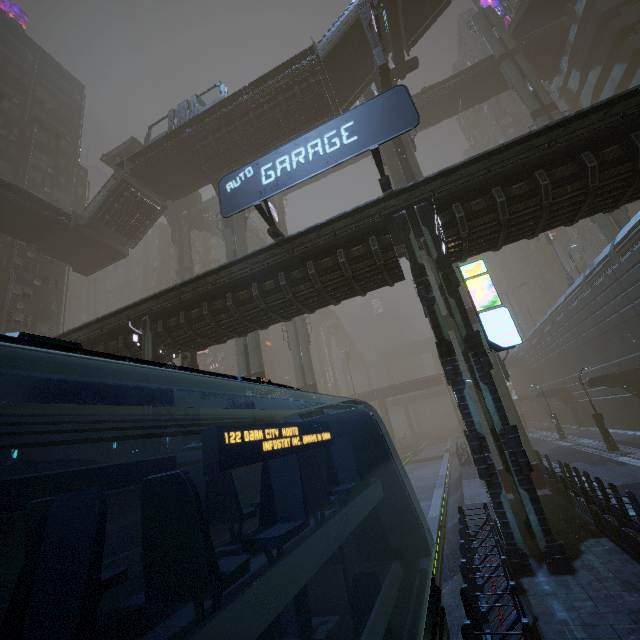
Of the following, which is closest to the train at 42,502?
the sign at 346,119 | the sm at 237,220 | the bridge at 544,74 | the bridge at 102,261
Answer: the sm at 237,220

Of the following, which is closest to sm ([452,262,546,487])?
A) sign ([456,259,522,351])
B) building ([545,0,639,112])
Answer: building ([545,0,639,112])

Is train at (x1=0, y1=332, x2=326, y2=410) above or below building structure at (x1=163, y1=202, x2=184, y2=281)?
below

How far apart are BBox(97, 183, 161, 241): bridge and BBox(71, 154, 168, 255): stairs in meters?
0.0 m

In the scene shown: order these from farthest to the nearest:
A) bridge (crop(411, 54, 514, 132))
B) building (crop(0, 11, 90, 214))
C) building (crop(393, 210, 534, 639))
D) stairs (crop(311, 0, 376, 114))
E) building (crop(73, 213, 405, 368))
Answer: bridge (crop(411, 54, 514, 132))
building (crop(0, 11, 90, 214))
stairs (crop(311, 0, 376, 114))
building (crop(73, 213, 405, 368))
building (crop(393, 210, 534, 639))

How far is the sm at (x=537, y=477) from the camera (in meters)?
16.47

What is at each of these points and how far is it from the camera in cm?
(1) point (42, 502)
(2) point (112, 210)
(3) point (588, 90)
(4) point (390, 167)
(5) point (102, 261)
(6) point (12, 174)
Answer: (1) train, 243
(2) bridge, 2894
(3) building, 3706
(4) sm, 2467
(5) bridge, 3284
(6) building, 3588

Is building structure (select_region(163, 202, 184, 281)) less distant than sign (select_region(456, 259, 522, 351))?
No
